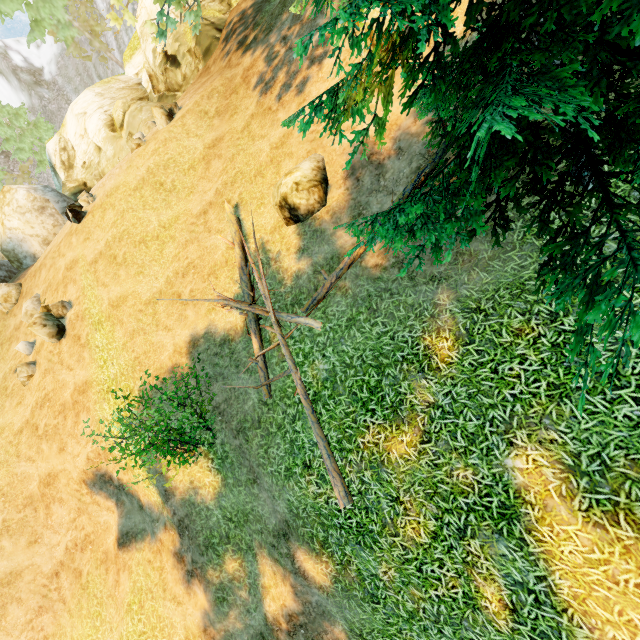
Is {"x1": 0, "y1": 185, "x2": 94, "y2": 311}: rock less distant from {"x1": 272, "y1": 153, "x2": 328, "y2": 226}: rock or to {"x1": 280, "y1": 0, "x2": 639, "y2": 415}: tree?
{"x1": 280, "y1": 0, "x2": 639, "y2": 415}: tree

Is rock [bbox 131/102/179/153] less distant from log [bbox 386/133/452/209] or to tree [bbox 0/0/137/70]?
tree [bbox 0/0/137/70]

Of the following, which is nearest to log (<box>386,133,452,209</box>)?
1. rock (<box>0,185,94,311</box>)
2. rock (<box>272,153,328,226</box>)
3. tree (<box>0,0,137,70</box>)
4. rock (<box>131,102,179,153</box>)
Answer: tree (<box>0,0,137,70</box>)

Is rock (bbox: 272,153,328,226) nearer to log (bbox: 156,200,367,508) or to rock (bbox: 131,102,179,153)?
log (bbox: 156,200,367,508)

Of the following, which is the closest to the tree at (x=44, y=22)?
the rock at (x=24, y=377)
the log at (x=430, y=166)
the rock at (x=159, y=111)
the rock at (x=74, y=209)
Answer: the log at (x=430, y=166)

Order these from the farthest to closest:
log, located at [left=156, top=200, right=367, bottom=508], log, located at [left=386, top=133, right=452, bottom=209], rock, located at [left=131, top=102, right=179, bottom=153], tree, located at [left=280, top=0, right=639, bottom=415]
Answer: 1. rock, located at [left=131, top=102, right=179, bottom=153]
2. log, located at [left=386, top=133, right=452, bottom=209]
3. log, located at [left=156, top=200, right=367, bottom=508]
4. tree, located at [left=280, top=0, right=639, bottom=415]

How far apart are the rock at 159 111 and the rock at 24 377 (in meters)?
11.39

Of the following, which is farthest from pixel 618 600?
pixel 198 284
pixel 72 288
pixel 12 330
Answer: pixel 12 330
